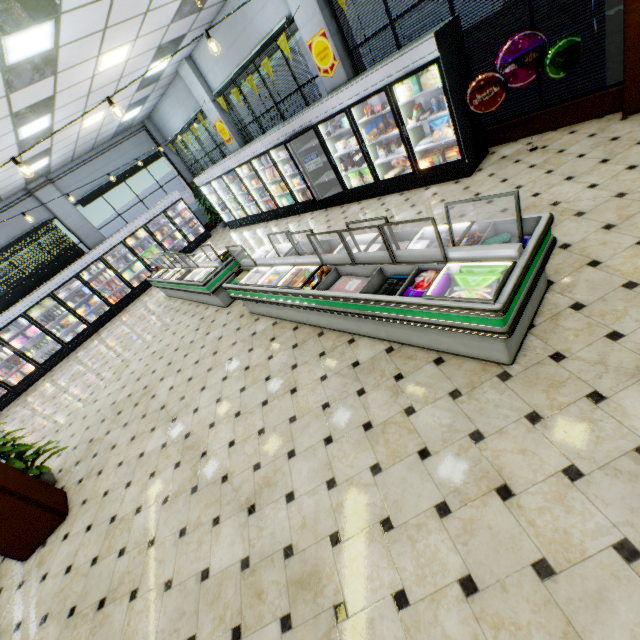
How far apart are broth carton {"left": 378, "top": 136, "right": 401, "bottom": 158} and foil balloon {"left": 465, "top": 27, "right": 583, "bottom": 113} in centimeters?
190cm

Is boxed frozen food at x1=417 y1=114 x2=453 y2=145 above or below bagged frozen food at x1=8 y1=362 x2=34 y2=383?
above

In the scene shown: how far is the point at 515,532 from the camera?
2.0 meters

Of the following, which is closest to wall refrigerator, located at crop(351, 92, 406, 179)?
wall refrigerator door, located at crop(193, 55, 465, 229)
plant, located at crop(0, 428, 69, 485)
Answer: wall refrigerator door, located at crop(193, 55, 465, 229)

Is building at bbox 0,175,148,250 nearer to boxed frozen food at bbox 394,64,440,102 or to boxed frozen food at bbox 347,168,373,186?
boxed frozen food at bbox 347,168,373,186

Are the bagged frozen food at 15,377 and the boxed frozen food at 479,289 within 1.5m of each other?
no

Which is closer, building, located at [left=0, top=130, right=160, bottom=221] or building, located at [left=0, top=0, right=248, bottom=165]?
building, located at [left=0, top=0, right=248, bottom=165]

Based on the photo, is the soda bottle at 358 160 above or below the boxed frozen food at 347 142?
below
